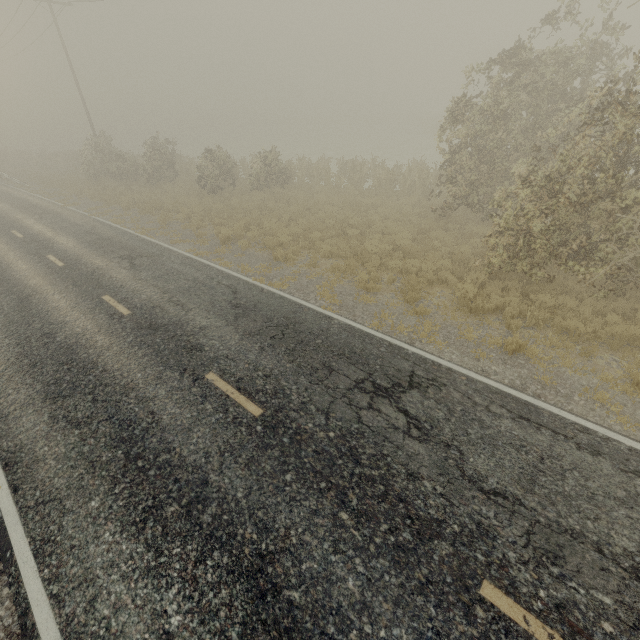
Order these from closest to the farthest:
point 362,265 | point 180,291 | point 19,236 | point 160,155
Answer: point 180,291, point 362,265, point 19,236, point 160,155
